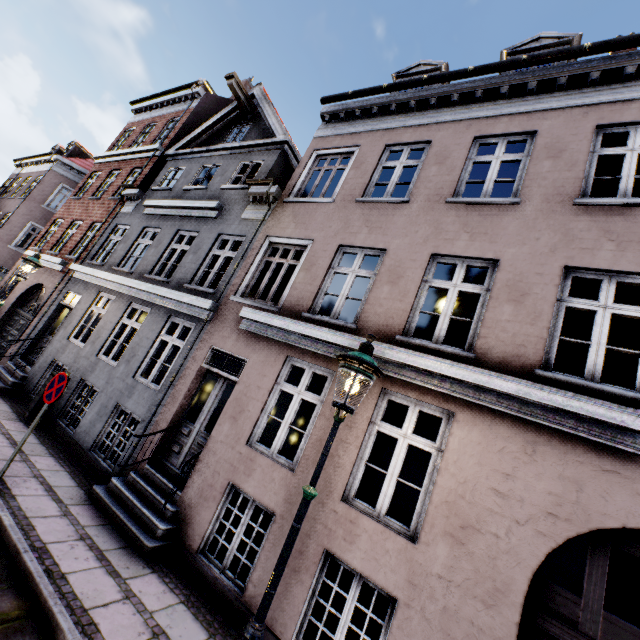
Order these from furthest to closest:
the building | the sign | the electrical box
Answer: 1. the electrical box
2. the sign
3. the building

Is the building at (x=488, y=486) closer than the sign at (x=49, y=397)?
Yes

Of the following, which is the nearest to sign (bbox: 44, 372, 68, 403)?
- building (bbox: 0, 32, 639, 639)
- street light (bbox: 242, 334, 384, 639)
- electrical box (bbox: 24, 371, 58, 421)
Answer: building (bbox: 0, 32, 639, 639)

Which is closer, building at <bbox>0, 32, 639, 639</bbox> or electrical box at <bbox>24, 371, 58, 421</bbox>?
building at <bbox>0, 32, 639, 639</bbox>

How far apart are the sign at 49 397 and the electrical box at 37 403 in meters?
3.7

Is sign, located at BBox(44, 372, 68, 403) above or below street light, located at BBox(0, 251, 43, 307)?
below

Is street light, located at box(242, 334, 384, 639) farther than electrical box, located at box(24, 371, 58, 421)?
No

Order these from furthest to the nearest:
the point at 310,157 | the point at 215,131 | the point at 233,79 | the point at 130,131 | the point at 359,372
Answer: the point at 130,131, the point at 215,131, the point at 233,79, the point at 310,157, the point at 359,372
